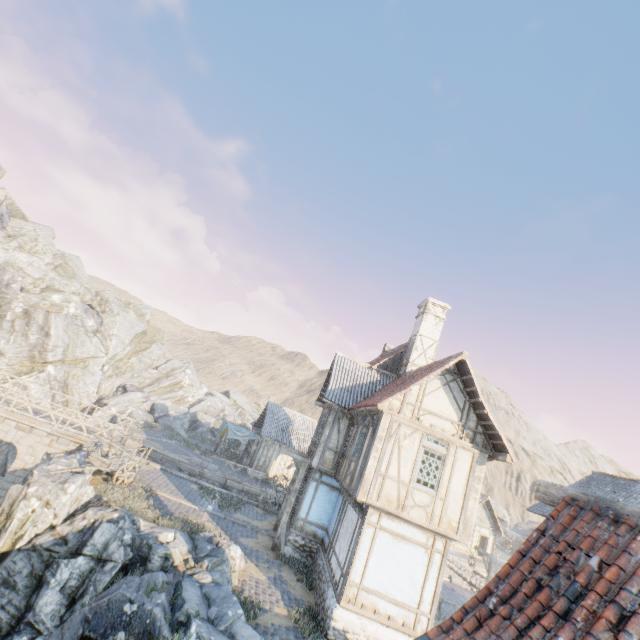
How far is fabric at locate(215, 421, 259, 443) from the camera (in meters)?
28.41

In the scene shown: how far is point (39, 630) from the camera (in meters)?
8.55

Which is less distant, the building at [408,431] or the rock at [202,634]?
the rock at [202,634]

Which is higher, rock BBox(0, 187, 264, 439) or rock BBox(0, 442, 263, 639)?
rock BBox(0, 187, 264, 439)

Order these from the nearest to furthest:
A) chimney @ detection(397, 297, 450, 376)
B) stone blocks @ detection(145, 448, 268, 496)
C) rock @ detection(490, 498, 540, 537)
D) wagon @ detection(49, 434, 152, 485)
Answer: wagon @ detection(49, 434, 152, 485) → chimney @ detection(397, 297, 450, 376) → stone blocks @ detection(145, 448, 268, 496) → rock @ detection(490, 498, 540, 537)

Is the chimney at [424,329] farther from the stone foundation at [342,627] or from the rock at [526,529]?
the rock at [526,529]

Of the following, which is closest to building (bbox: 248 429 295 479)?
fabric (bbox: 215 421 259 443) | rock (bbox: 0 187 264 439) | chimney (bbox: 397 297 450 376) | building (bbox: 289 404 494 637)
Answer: fabric (bbox: 215 421 259 443)

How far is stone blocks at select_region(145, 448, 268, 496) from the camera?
19.6m
